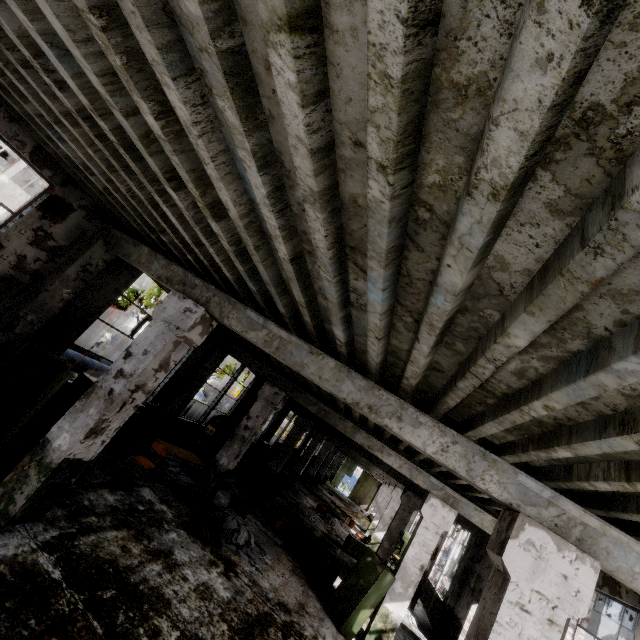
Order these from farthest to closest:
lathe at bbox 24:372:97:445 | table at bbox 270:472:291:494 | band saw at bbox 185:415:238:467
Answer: table at bbox 270:472:291:494
band saw at bbox 185:415:238:467
lathe at bbox 24:372:97:445

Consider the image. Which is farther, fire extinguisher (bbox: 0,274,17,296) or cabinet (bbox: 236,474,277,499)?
cabinet (bbox: 236,474,277,499)

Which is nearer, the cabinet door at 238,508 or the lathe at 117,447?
the lathe at 117,447

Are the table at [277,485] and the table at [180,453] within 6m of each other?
no

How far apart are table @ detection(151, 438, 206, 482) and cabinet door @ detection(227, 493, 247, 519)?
1.6 meters

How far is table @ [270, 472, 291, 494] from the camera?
16.8 meters

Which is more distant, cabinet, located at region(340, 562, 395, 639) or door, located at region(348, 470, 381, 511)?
door, located at region(348, 470, 381, 511)

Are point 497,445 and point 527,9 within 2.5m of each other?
no
